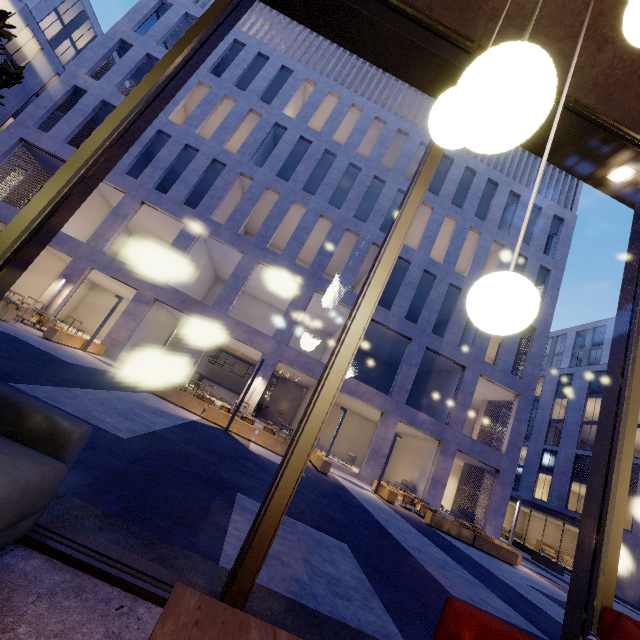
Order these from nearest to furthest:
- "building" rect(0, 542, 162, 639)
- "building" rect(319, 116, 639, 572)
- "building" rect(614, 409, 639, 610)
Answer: "building" rect(0, 542, 162, 639) < "building" rect(319, 116, 639, 572) < "building" rect(614, 409, 639, 610)

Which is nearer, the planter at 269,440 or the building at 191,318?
the planter at 269,440

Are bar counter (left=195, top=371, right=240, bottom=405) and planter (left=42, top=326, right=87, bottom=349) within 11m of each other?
yes

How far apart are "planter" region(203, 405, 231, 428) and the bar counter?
11.71m

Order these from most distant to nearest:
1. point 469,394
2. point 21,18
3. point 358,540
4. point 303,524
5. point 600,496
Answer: point 21,18, point 469,394, point 358,540, point 303,524, point 600,496

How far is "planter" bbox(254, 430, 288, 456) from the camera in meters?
11.9 m

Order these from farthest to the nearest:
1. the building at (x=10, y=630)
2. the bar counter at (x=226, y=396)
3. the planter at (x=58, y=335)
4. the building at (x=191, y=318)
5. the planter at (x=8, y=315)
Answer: the bar counter at (x=226, y=396)
the building at (x=191, y=318)
the planter at (x=58, y=335)
the planter at (x=8, y=315)
the building at (x=10, y=630)
